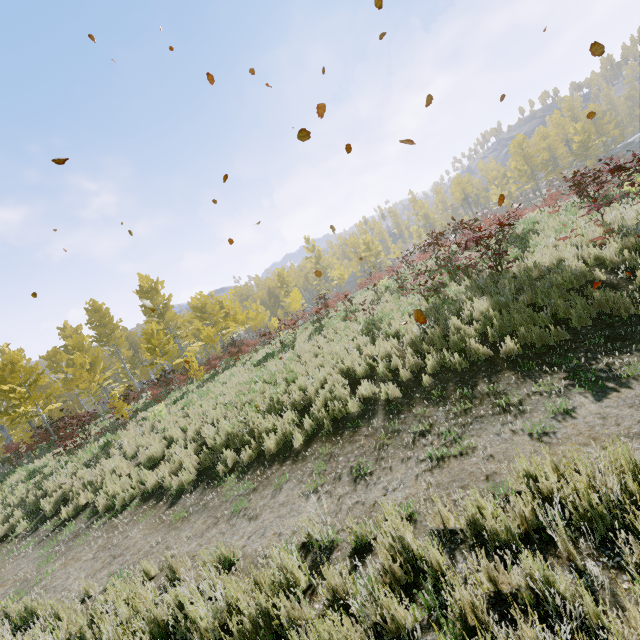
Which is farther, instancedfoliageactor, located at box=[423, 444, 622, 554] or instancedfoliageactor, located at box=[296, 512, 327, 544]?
instancedfoliageactor, located at box=[296, 512, 327, 544]

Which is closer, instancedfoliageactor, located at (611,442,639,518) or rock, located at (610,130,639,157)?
instancedfoliageactor, located at (611,442,639,518)

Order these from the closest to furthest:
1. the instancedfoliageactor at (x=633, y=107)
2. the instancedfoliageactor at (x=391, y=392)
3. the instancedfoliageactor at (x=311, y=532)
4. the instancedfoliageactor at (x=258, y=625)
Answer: the instancedfoliageactor at (x=258, y=625) < the instancedfoliageactor at (x=311, y=532) < the instancedfoliageactor at (x=391, y=392) < the instancedfoliageactor at (x=633, y=107)

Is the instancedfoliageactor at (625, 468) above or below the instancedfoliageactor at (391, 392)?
below

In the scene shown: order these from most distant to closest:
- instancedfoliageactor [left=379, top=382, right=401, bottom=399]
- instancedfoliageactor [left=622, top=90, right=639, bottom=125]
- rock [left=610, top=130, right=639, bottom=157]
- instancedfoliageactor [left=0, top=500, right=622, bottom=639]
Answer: instancedfoliageactor [left=622, top=90, right=639, bottom=125], rock [left=610, top=130, right=639, bottom=157], instancedfoliageactor [left=379, top=382, right=401, bottom=399], instancedfoliageactor [left=0, top=500, right=622, bottom=639]

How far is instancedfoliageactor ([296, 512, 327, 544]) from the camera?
3.8 meters

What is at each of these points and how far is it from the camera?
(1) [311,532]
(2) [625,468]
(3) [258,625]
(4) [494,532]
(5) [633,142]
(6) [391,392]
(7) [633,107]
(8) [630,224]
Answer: (1) instancedfoliageactor, 3.8m
(2) instancedfoliageactor, 2.7m
(3) instancedfoliageactor, 2.8m
(4) instancedfoliageactor, 2.8m
(5) rock, 45.7m
(6) instancedfoliageactor, 6.8m
(7) instancedfoliageactor, 57.5m
(8) instancedfoliageactor, 7.6m
